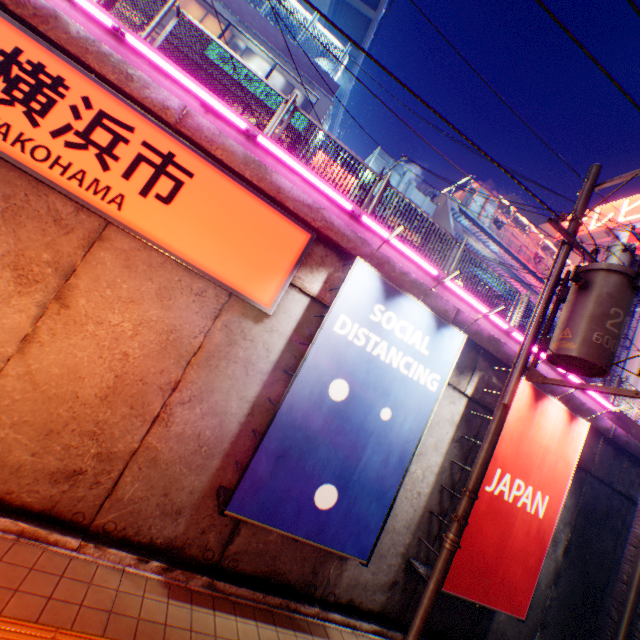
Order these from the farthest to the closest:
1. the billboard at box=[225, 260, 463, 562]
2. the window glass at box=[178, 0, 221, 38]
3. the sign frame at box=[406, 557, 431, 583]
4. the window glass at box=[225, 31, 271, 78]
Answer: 1. the window glass at box=[225, 31, 271, 78]
2. the window glass at box=[178, 0, 221, 38]
3. the sign frame at box=[406, 557, 431, 583]
4. the billboard at box=[225, 260, 463, 562]

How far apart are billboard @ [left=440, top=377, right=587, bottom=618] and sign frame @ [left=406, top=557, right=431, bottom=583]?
0.00m

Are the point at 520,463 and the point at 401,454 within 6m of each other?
yes

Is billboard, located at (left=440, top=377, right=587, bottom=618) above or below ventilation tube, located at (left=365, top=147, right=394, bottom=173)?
below

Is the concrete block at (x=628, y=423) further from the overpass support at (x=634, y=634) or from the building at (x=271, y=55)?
the building at (x=271, y=55)

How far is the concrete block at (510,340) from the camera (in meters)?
7.64

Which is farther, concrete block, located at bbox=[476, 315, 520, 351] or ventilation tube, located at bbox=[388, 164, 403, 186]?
ventilation tube, located at bbox=[388, 164, 403, 186]

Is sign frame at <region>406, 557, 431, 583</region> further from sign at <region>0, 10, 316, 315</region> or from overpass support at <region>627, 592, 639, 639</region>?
sign at <region>0, 10, 316, 315</region>
